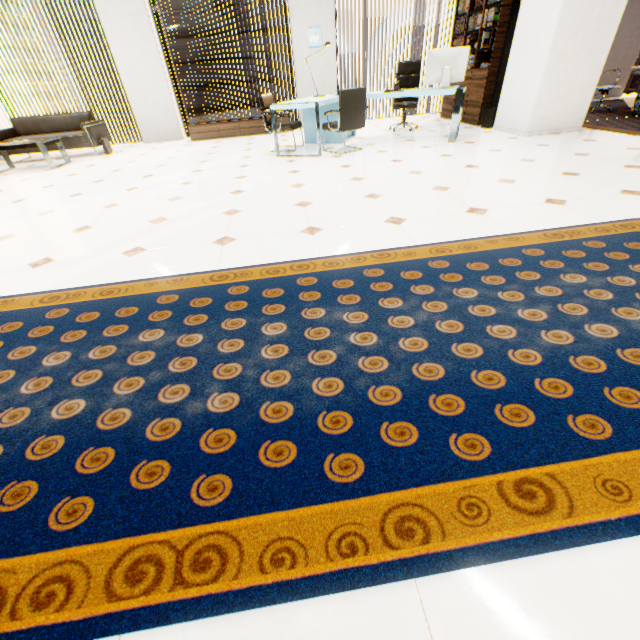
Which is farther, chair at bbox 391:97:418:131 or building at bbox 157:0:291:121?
building at bbox 157:0:291:121

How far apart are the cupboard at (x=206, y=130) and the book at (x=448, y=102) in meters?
3.8

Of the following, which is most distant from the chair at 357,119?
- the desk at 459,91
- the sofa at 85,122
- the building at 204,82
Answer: the building at 204,82

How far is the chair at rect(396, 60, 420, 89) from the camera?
6.47m

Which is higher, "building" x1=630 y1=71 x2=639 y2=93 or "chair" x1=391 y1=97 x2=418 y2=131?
"chair" x1=391 y1=97 x2=418 y2=131

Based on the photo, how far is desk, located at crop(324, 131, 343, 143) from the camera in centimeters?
607cm

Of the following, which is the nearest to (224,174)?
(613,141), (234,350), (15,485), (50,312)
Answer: (50,312)

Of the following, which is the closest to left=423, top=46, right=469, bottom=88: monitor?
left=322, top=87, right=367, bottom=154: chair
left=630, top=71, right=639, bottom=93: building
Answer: left=322, top=87, right=367, bottom=154: chair
